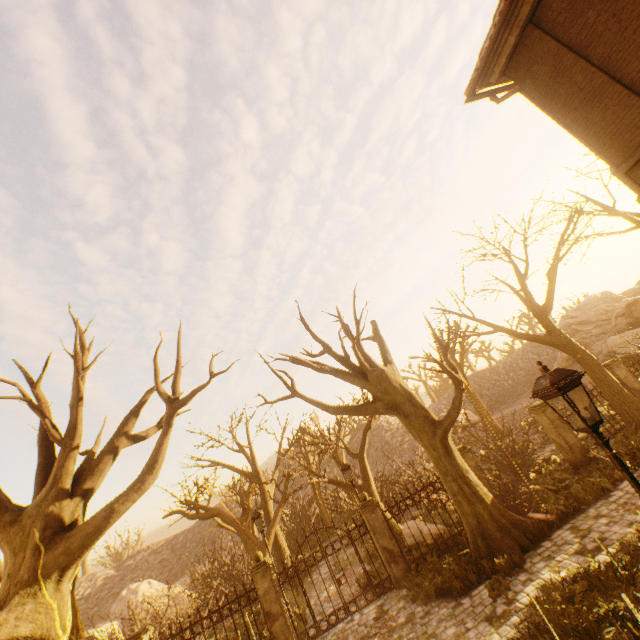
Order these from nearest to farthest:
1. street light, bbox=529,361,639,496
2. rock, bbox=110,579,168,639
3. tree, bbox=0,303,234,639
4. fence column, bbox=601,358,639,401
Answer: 1. street light, bbox=529,361,639,496
2. tree, bbox=0,303,234,639
3. fence column, bbox=601,358,639,401
4. rock, bbox=110,579,168,639

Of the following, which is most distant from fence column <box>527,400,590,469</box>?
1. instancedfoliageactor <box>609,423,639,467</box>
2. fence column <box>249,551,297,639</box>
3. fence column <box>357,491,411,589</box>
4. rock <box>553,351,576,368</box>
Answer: rock <box>553,351,576,368</box>

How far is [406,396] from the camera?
11.3m

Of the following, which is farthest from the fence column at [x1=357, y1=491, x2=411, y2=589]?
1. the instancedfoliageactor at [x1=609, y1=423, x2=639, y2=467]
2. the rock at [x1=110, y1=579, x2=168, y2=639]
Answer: the rock at [x1=110, y1=579, x2=168, y2=639]

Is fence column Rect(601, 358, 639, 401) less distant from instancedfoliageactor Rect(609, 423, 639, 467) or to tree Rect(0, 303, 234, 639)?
instancedfoliageactor Rect(609, 423, 639, 467)

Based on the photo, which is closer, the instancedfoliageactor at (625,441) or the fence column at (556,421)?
the instancedfoliageactor at (625,441)

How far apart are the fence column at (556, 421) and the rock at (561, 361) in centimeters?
3501cm

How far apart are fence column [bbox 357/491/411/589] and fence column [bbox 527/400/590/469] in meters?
7.1 m
